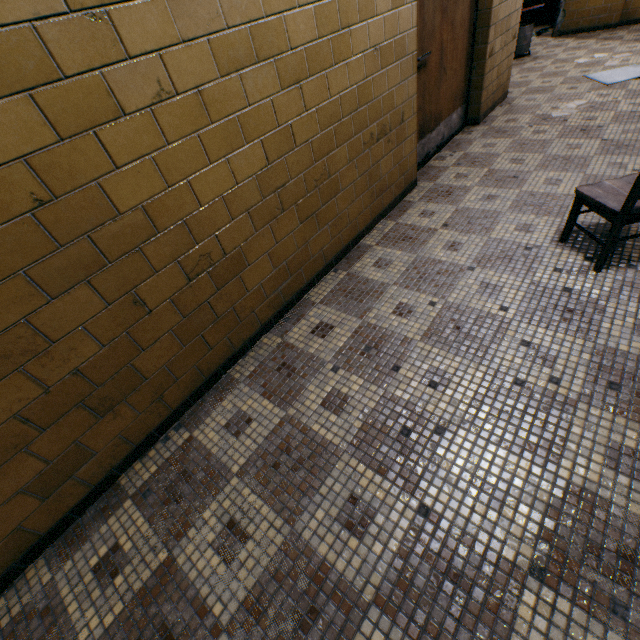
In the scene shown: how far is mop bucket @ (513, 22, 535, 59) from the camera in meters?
5.8 m

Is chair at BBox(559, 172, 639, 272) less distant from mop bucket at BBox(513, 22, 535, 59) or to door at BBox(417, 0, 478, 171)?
door at BBox(417, 0, 478, 171)

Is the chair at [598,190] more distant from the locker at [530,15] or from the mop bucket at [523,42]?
the locker at [530,15]

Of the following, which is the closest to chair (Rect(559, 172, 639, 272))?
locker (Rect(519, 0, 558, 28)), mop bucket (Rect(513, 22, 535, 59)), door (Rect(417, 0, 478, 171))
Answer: door (Rect(417, 0, 478, 171))

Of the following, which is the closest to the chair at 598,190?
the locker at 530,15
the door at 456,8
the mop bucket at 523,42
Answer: the door at 456,8

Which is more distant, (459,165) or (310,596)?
(459,165)

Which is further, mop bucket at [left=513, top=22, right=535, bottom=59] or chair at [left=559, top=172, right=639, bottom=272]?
mop bucket at [left=513, top=22, right=535, bottom=59]

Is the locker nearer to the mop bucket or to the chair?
the mop bucket
